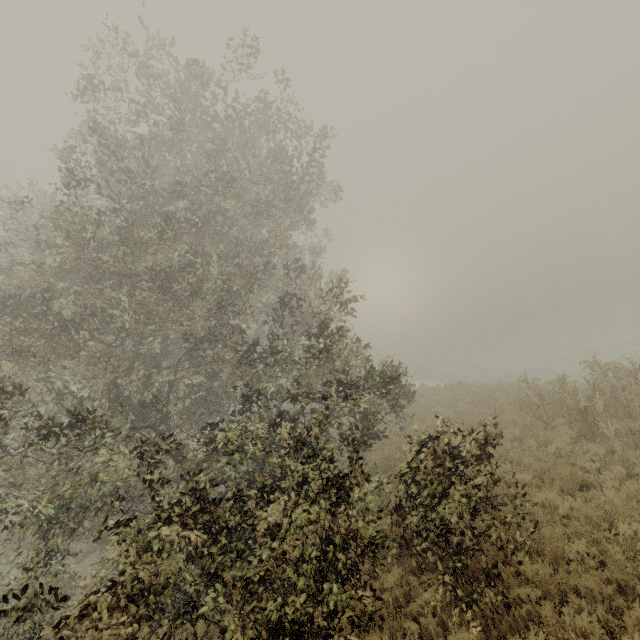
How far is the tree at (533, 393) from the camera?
13.22m

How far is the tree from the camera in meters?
13.2 m

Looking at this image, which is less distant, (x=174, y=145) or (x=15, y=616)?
(x=15, y=616)
